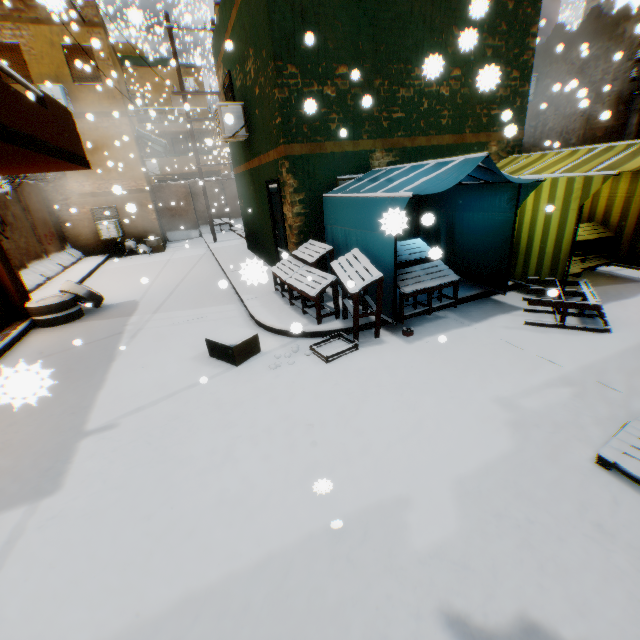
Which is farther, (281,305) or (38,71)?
(38,71)

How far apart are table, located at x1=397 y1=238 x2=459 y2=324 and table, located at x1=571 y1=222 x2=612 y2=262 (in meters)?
3.20

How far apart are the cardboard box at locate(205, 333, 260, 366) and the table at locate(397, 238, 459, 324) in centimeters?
233cm

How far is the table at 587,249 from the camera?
7.06m

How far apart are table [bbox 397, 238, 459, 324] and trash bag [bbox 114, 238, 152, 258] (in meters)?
14.15

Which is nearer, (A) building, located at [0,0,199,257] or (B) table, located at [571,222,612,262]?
(B) table, located at [571,222,612,262]

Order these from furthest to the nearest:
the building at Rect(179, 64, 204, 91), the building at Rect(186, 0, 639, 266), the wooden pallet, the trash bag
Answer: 1. the building at Rect(179, 64, 204, 91)
2. the trash bag
3. the building at Rect(186, 0, 639, 266)
4. the wooden pallet

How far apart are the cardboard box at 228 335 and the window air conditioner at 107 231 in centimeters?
1341cm
